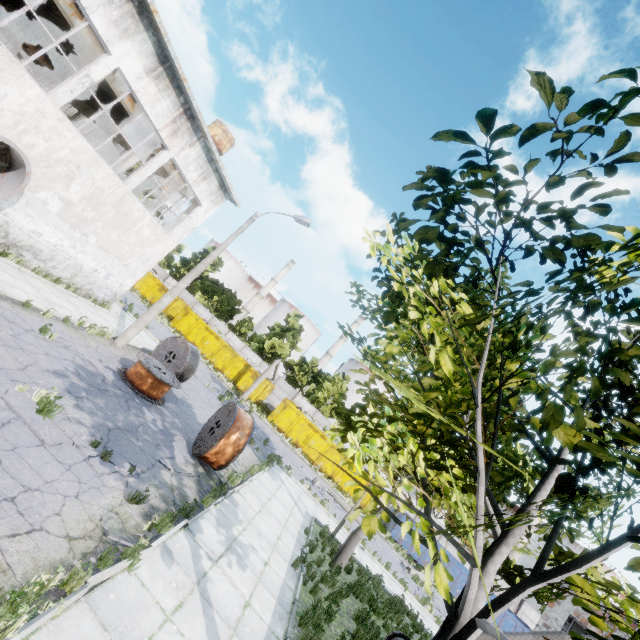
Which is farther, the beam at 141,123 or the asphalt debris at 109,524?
the beam at 141,123

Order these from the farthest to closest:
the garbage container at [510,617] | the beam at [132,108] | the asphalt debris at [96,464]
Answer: the garbage container at [510,617]
the beam at [132,108]
the asphalt debris at [96,464]

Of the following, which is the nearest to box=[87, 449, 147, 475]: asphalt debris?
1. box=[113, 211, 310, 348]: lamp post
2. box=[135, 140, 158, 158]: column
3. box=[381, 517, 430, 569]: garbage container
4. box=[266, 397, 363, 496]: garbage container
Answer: box=[113, 211, 310, 348]: lamp post

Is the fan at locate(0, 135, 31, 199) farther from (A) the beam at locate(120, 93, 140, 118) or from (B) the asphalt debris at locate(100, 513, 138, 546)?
(B) the asphalt debris at locate(100, 513, 138, 546)

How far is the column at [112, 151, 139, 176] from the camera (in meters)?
16.70

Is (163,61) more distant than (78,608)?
Yes

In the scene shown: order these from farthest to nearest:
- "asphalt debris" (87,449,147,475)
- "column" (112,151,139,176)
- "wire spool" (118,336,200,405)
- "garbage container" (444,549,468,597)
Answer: "garbage container" (444,549,468,597) → "column" (112,151,139,176) → "wire spool" (118,336,200,405) → "asphalt debris" (87,449,147,475)

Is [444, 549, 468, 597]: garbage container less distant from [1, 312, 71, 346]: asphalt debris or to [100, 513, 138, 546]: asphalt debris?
[100, 513, 138, 546]: asphalt debris
